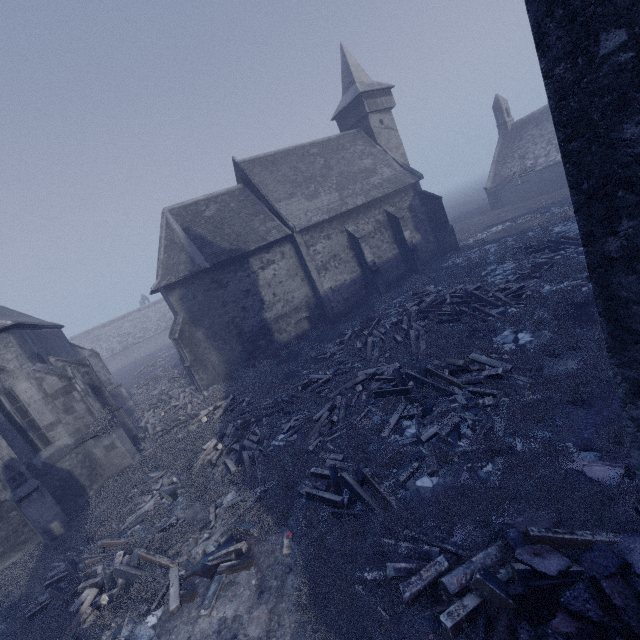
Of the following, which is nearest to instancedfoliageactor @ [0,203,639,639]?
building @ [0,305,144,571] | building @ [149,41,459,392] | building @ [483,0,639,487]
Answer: building @ [483,0,639,487]

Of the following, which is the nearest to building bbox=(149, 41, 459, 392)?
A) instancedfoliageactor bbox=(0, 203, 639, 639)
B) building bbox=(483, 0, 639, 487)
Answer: instancedfoliageactor bbox=(0, 203, 639, 639)

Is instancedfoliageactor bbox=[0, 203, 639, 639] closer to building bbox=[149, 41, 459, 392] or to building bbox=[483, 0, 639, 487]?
building bbox=[483, 0, 639, 487]

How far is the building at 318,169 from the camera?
20.0 meters

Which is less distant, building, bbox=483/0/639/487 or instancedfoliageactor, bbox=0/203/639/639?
building, bbox=483/0/639/487

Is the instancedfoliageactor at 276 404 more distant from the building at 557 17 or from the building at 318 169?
the building at 318 169

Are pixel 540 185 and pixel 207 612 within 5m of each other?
no

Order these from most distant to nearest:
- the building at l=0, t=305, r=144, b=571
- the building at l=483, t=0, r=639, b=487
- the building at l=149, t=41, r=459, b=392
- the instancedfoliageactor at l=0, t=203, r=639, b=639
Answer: the building at l=149, t=41, r=459, b=392
the building at l=0, t=305, r=144, b=571
the instancedfoliageactor at l=0, t=203, r=639, b=639
the building at l=483, t=0, r=639, b=487
